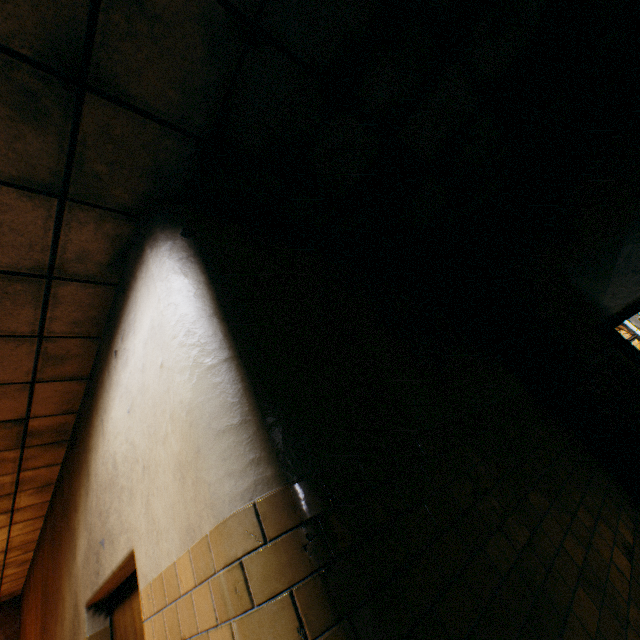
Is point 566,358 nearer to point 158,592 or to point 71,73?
point 158,592

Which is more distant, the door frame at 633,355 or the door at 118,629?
the door frame at 633,355

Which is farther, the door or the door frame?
the door frame
